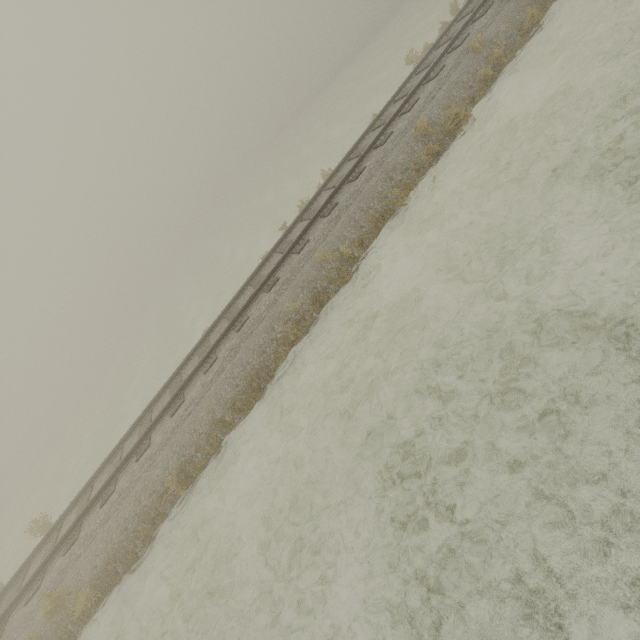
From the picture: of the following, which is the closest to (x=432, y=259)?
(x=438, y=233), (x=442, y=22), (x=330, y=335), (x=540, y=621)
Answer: (x=438, y=233)
